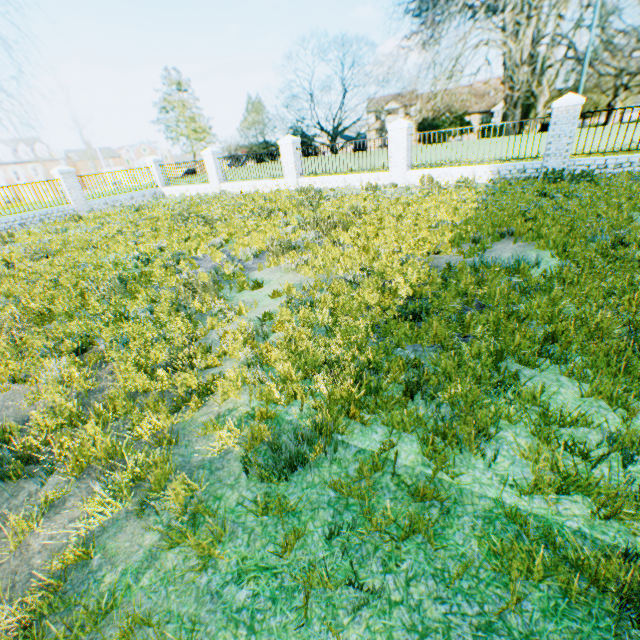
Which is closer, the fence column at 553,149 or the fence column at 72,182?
the fence column at 553,149

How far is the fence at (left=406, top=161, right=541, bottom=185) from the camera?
11.6 meters

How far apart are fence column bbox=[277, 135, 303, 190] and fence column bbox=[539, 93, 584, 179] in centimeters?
1029cm

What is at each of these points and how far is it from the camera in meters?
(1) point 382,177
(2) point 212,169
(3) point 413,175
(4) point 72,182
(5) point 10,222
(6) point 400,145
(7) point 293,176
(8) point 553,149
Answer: (1) fence, 14.2 m
(2) fence column, 18.7 m
(3) fence, 13.6 m
(4) fence column, 17.4 m
(5) fence, 15.6 m
(6) fence column, 13.2 m
(7) fence column, 16.3 m
(8) fence column, 10.9 m

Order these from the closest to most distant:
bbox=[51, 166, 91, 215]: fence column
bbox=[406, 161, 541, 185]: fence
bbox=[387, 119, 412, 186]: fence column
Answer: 1. bbox=[406, 161, 541, 185]: fence
2. bbox=[387, 119, 412, 186]: fence column
3. bbox=[51, 166, 91, 215]: fence column

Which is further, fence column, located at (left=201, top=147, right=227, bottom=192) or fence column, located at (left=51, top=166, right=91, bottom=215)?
fence column, located at (left=201, top=147, right=227, bottom=192)

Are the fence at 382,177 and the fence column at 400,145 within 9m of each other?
yes

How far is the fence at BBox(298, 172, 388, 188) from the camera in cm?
1430
